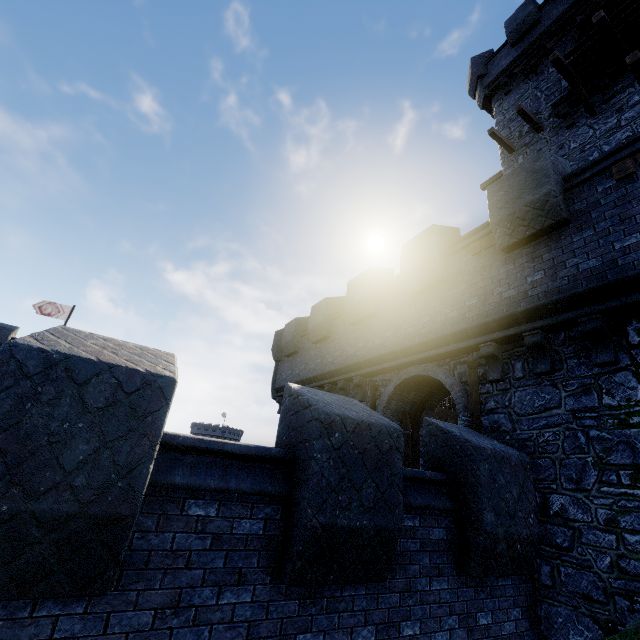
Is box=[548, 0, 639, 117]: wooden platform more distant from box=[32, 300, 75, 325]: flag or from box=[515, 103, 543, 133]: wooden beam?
box=[32, 300, 75, 325]: flag

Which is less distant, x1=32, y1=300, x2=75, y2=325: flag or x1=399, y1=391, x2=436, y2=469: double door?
x1=399, y1=391, x2=436, y2=469: double door

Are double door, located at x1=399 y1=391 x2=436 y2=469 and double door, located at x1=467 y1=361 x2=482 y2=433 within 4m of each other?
Answer: yes

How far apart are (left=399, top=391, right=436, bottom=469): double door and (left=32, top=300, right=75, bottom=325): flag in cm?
3134

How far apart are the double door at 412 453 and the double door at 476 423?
2.4m

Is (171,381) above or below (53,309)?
below

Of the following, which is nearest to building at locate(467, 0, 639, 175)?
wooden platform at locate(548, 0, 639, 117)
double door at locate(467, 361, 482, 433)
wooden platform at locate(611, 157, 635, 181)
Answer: wooden platform at locate(548, 0, 639, 117)

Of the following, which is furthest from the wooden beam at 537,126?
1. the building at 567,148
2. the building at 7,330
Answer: the building at 7,330
